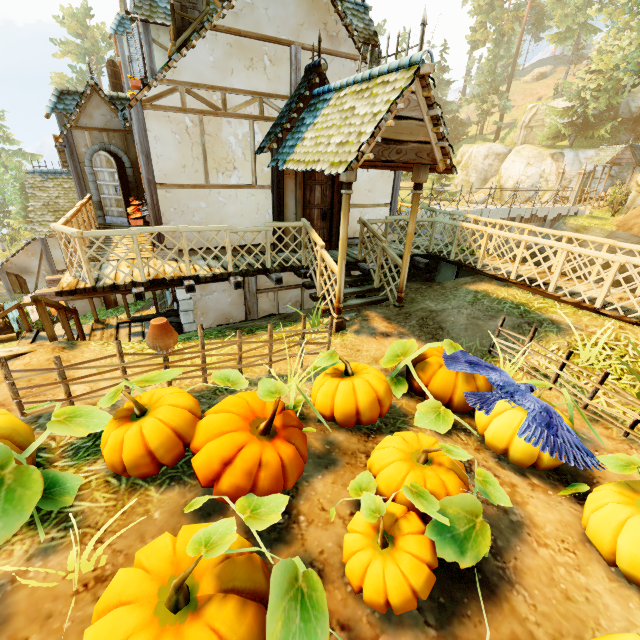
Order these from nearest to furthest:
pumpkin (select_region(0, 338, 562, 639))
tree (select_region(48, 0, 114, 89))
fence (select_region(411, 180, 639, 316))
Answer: pumpkin (select_region(0, 338, 562, 639))
fence (select_region(411, 180, 639, 316))
tree (select_region(48, 0, 114, 89))

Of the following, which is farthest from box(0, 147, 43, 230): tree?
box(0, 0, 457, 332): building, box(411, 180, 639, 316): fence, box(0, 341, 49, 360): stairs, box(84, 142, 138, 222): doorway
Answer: box(84, 142, 138, 222): doorway

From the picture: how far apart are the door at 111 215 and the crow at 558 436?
11.2m

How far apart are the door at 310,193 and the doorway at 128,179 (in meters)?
6.83

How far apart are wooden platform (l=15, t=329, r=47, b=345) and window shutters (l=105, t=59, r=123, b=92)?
11.82m

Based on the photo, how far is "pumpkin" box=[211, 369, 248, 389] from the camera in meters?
3.7 m

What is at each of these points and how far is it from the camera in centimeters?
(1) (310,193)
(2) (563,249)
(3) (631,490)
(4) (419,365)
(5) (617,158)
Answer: (1) door, 823cm
(2) fence, 629cm
(3) pumpkin, 299cm
(4) pumpkin, 491cm
(5) building, 2678cm

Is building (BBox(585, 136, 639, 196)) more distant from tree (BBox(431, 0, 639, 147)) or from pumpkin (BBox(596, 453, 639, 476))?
pumpkin (BBox(596, 453, 639, 476))
